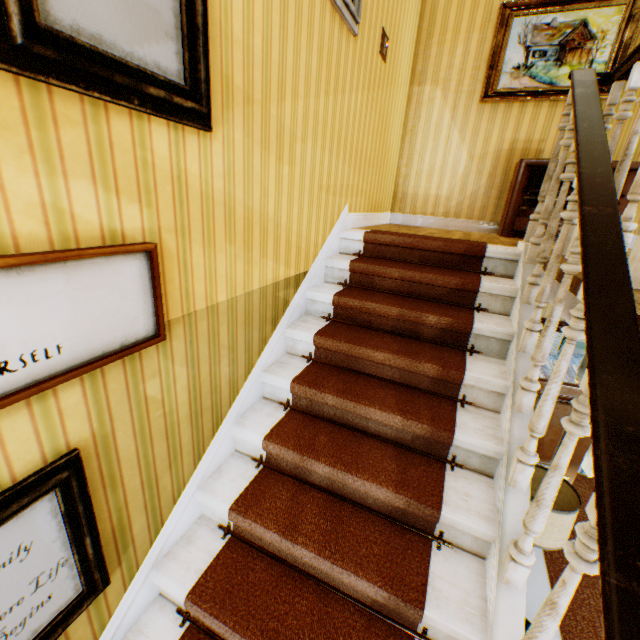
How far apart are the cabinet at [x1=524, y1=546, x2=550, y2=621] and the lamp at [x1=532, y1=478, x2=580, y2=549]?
0.03m

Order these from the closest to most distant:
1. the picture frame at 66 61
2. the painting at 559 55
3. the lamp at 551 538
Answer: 1. the picture frame at 66 61
2. the lamp at 551 538
3. the painting at 559 55

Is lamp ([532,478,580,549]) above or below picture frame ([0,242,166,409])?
below

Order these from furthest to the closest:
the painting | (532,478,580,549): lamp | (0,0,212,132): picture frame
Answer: the painting < (532,478,580,549): lamp < (0,0,212,132): picture frame

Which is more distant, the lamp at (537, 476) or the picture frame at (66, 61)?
the lamp at (537, 476)

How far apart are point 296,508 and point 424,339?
1.46m

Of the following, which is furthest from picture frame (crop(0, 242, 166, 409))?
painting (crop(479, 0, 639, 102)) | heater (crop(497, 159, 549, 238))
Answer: painting (crop(479, 0, 639, 102))

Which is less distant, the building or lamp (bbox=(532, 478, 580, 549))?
the building
